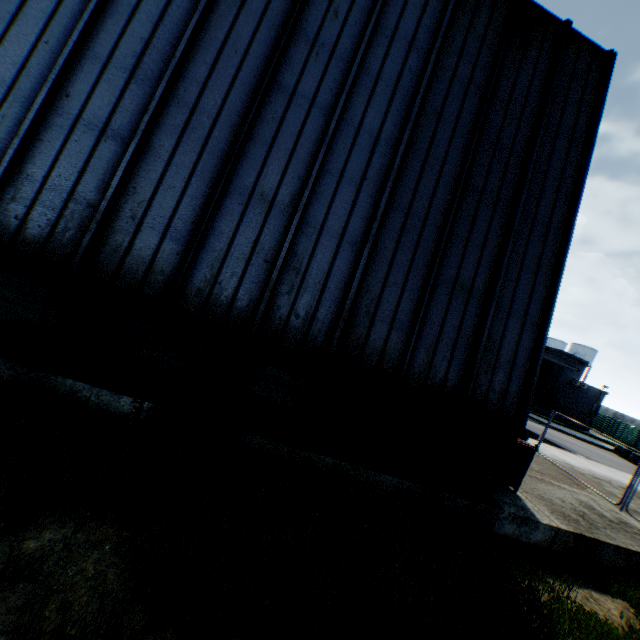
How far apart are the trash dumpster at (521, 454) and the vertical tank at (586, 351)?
65.5 meters

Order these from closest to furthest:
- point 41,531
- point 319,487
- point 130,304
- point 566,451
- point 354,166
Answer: point 41,531 → point 130,304 → point 319,487 → point 354,166 → point 566,451

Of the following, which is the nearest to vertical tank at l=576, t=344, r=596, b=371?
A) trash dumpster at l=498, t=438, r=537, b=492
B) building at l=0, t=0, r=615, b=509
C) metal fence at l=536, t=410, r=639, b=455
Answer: metal fence at l=536, t=410, r=639, b=455

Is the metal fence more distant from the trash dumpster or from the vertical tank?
the vertical tank

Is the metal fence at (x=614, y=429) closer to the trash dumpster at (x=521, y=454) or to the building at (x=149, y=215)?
the trash dumpster at (x=521, y=454)

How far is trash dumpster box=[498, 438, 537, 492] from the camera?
7.5m

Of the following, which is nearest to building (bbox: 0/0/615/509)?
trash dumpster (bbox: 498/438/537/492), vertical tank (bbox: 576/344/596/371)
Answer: trash dumpster (bbox: 498/438/537/492)

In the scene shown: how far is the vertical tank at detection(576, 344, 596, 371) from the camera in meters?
59.1 m
